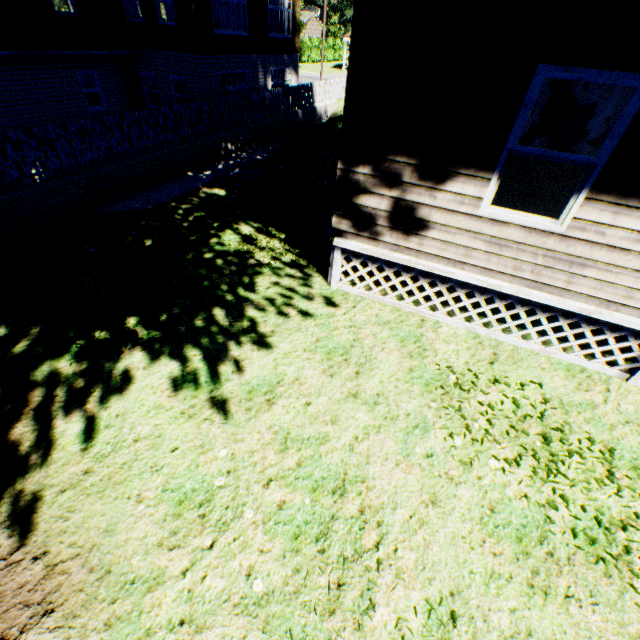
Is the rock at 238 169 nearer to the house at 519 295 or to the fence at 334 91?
the fence at 334 91

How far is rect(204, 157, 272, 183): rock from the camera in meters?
10.0 m

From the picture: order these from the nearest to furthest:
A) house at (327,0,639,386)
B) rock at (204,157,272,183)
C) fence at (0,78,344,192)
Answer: house at (327,0,639,386) < fence at (0,78,344,192) < rock at (204,157,272,183)

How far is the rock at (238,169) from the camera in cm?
1002

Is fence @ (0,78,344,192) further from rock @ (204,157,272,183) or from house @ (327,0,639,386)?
house @ (327,0,639,386)

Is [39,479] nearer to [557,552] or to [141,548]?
[141,548]
